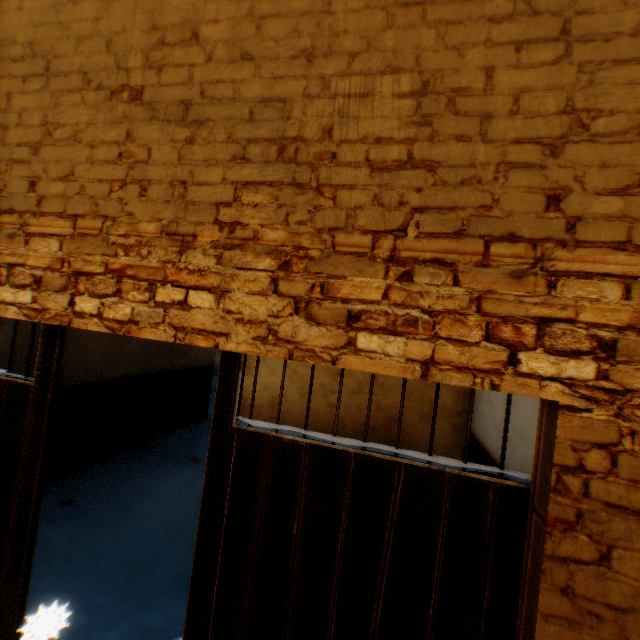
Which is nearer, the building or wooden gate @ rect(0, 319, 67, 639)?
the building

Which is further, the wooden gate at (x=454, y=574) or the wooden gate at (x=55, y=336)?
the wooden gate at (x=55, y=336)

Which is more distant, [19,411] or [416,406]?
[416,406]

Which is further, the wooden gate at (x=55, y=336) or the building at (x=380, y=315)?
the wooden gate at (x=55, y=336)

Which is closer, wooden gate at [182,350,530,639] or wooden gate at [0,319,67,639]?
wooden gate at [182,350,530,639]
